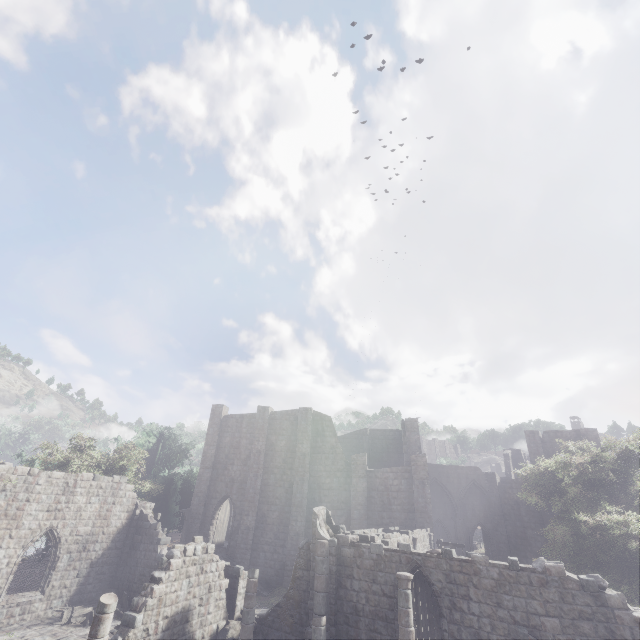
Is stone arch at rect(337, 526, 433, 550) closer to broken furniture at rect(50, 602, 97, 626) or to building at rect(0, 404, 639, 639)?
building at rect(0, 404, 639, 639)

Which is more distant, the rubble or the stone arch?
the stone arch

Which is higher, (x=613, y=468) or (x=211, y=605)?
(x=613, y=468)

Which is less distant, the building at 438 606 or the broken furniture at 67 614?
the building at 438 606

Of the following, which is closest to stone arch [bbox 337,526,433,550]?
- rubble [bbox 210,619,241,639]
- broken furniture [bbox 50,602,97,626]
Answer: rubble [bbox 210,619,241,639]

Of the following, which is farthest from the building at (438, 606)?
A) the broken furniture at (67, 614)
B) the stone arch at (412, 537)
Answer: the broken furniture at (67, 614)

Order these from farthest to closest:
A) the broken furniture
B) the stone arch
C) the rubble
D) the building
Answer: the broken furniture
the stone arch
the rubble
the building

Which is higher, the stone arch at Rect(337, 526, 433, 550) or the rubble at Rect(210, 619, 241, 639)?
the stone arch at Rect(337, 526, 433, 550)
